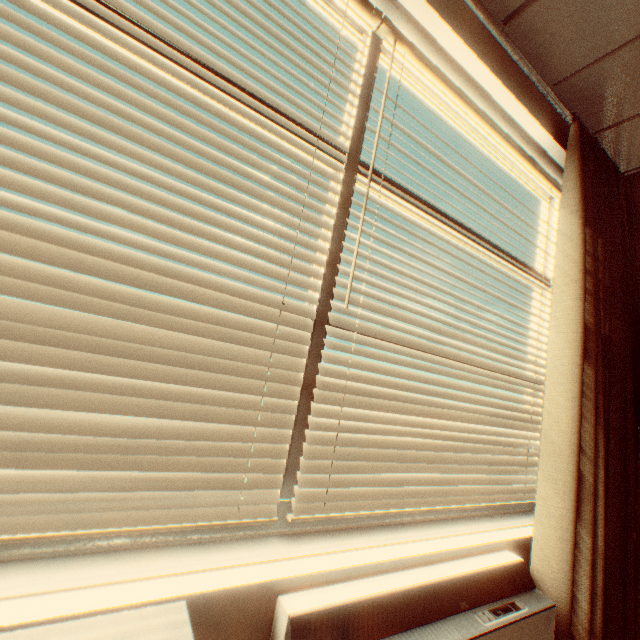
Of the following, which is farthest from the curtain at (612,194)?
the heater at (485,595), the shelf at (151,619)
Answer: the shelf at (151,619)

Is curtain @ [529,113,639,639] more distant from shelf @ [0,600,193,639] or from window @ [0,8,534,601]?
shelf @ [0,600,193,639]

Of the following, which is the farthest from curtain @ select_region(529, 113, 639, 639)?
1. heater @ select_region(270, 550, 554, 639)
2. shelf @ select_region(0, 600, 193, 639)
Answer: shelf @ select_region(0, 600, 193, 639)

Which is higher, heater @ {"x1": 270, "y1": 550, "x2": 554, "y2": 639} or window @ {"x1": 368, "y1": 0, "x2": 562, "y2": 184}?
window @ {"x1": 368, "y1": 0, "x2": 562, "y2": 184}

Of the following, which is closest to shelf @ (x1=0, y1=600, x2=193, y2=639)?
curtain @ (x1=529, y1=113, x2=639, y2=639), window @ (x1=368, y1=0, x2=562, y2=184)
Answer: window @ (x1=368, y1=0, x2=562, y2=184)

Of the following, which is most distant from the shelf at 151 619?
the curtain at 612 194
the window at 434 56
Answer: the curtain at 612 194

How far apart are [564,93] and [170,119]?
2.25m
